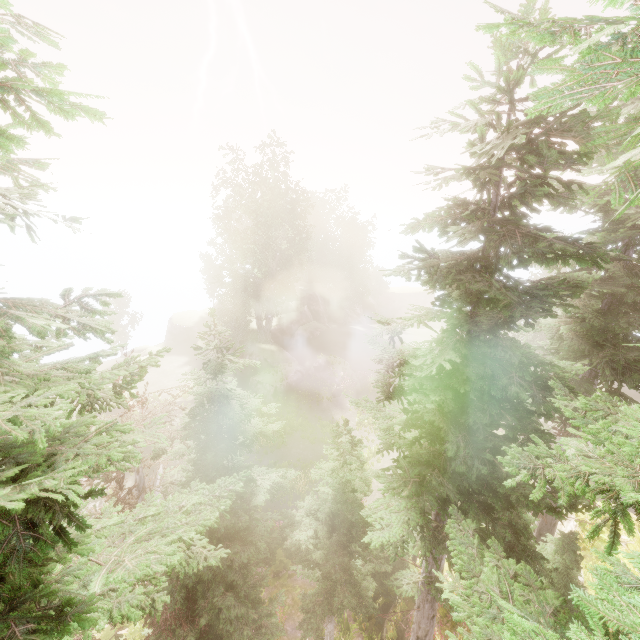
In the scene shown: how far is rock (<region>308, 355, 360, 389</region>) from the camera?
32.7 meters

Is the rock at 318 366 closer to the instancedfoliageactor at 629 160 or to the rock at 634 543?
the instancedfoliageactor at 629 160

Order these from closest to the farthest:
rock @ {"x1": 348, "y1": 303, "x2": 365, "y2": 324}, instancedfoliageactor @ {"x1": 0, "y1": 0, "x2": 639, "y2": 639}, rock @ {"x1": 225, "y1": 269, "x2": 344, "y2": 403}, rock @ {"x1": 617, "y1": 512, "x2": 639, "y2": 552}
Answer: instancedfoliageactor @ {"x1": 0, "y1": 0, "x2": 639, "y2": 639} → rock @ {"x1": 617, "y1": 512, "x2": 639, "y2": 552} → rock @ {"x1": 225, "y1": 269, "x2": 344, "y2": 403} → rock @ {"x1": 348, "y1": 303, "x2": 365, "y2": 324}

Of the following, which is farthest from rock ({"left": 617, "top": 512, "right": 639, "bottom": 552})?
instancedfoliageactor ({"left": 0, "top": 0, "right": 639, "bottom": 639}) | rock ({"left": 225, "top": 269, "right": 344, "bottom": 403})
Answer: rock ({"left": 225, "top": 269, "right": 344, "bottom": 403})

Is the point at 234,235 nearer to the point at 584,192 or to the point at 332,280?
the point at 332,280

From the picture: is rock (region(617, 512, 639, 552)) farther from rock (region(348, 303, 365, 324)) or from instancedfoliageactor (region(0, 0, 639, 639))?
rock (region(348, 303, 365, 324))

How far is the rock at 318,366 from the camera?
32.66m
